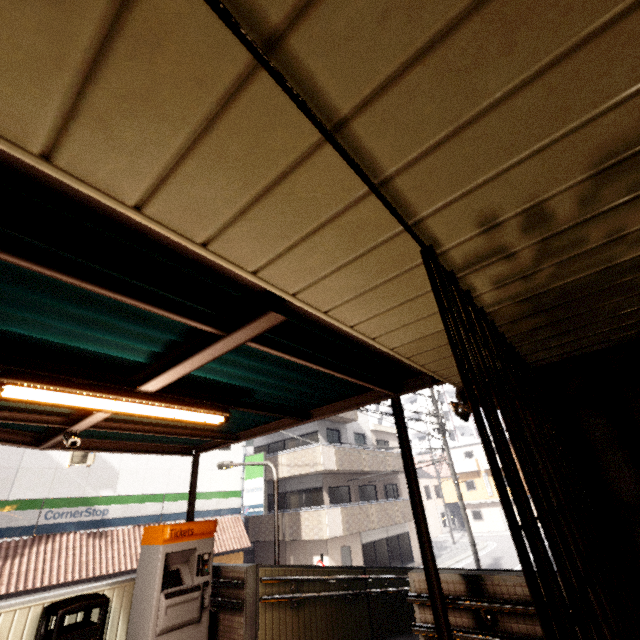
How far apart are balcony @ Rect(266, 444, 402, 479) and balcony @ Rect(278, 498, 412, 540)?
1.6 meters

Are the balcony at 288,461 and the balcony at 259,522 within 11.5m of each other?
yes

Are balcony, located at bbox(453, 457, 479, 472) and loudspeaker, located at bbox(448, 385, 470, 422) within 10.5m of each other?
no

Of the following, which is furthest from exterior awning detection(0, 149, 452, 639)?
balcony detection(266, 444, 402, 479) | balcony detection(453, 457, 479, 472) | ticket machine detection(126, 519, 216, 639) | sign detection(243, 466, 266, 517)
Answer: balcony detection(453, 457, 479, 472)

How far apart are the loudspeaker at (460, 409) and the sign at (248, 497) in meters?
13.6

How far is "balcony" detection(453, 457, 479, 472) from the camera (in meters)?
37.88

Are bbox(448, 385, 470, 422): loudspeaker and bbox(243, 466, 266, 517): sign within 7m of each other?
no

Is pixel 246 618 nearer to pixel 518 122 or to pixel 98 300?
pixel 98 300
